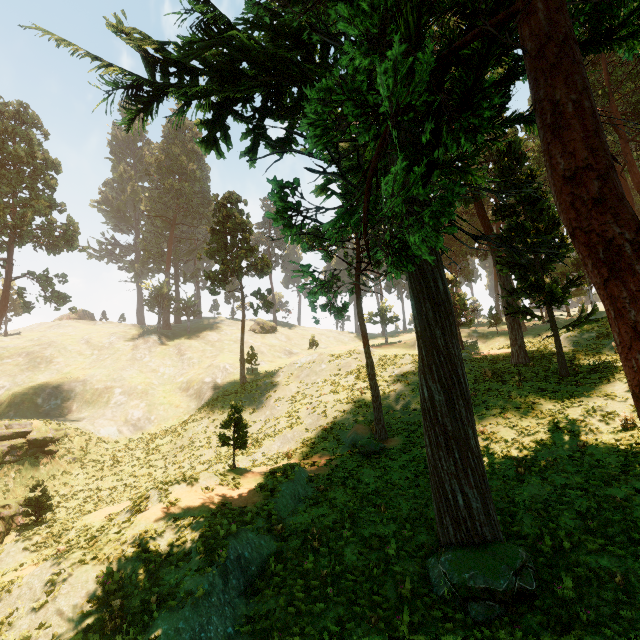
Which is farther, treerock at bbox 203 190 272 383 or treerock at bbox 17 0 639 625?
treerock at bbox 203 190 272 383

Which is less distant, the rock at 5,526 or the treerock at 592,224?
the treerock at 592,224

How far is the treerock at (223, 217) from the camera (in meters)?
37.44

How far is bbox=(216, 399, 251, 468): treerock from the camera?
17.85m

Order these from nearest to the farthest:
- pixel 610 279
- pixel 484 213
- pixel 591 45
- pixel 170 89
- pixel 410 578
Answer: pixel 610 279, pixel 591 45, pixel 410 578, pixel 170 89, pixel 484 213

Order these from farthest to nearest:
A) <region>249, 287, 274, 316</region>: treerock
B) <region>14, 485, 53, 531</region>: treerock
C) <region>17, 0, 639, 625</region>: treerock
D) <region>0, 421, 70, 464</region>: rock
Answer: <region>249, 287, 274, 316</region>: treerock → <region>0, 421, 70, 464</region>: rock → <region>14, 485, 53, 531</region>: treerock → <region>17, 0, 639, 625</region>: treerock
